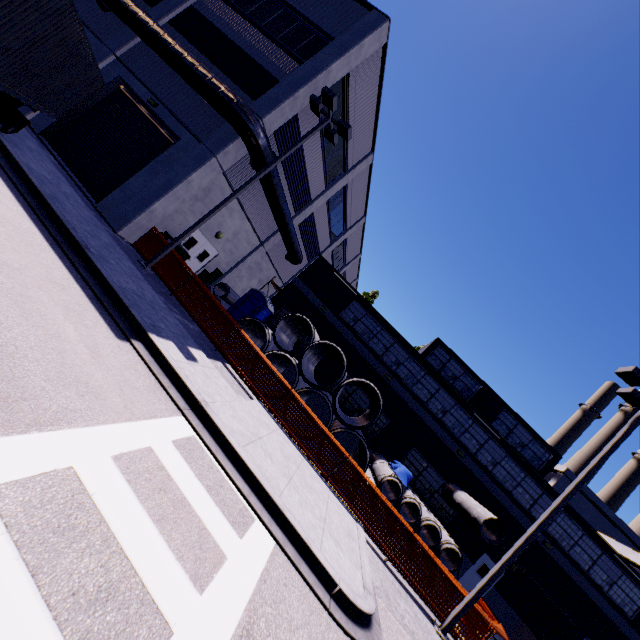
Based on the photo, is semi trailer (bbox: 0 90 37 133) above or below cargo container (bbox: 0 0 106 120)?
below

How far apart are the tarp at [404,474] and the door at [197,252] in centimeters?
1456cm

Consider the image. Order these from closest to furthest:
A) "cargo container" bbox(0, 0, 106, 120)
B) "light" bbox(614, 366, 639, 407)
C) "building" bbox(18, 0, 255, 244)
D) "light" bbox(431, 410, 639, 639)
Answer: "cargo container" bbox(0, 0, 106, 120)
"light" bbox(431, 410, 639, 639)
"light" bbox(614, 366, 639, 407)
"building" bbox(18, 0, 255, 244)

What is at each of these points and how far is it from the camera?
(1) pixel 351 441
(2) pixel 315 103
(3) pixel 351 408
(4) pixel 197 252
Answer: (1) building, 19.3 meters
(2) light, 13.6 meters
(3) building, 19.9 meters
(4) door, 17.5 meters

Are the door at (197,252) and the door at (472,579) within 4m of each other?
no

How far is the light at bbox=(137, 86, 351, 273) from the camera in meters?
12.7

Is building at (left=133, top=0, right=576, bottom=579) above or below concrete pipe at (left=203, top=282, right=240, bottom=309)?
above

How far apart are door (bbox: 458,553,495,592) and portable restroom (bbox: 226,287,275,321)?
19.06m
